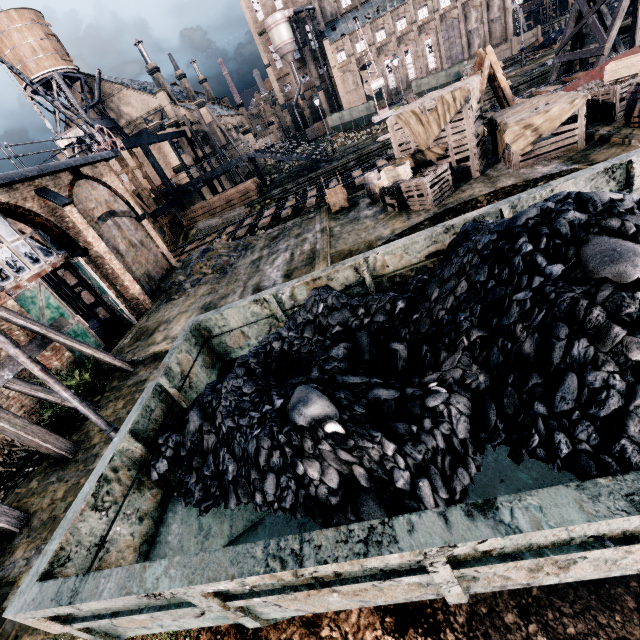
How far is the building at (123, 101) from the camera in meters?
44.5 m

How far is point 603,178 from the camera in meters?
5.4 m

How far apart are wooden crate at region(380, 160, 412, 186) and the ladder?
5.3m

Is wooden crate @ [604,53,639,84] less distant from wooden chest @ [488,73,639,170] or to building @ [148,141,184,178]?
wooden chest @ [488,73,639,170]

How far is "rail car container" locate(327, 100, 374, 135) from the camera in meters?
53.8

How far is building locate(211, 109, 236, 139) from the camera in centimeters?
5472cm

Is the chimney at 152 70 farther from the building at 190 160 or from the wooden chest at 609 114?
the wooden chest at 609 114

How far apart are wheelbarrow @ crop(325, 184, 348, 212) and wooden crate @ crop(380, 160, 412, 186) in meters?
3.7
